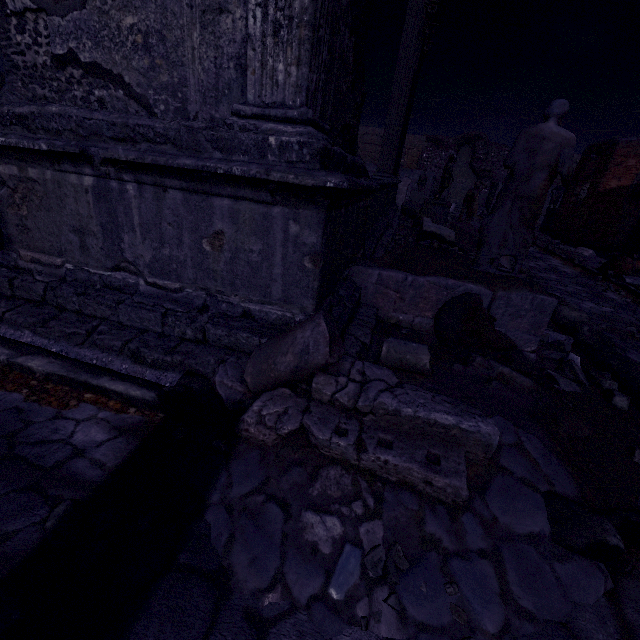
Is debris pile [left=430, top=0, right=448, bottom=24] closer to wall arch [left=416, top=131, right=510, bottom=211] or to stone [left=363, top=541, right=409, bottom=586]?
wall arch [left=416, top=131, right=510, bottom=211]

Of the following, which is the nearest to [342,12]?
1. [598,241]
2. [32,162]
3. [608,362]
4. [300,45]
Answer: [300,45]

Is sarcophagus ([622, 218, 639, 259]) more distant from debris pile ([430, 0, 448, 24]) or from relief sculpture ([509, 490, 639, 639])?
debris pile ([430, 0, 448, 24])

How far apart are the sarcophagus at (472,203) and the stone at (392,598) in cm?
1331

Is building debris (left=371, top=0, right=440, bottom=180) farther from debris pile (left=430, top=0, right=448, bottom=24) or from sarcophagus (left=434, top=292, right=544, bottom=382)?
sarcophagus (left=434, top=292, right=544, bottom=382)

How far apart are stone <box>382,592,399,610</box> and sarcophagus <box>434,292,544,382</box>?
2.11m

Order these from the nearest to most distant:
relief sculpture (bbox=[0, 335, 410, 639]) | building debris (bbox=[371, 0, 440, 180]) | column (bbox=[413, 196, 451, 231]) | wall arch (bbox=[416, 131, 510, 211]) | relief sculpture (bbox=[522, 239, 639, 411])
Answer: relief sculpture (bbox=[0, 335, 410, 639]), relief sculpture (bbox=[522, 239, 639, 411]), building debris (bbox=[371, 0, 440, 180]), column (bbox=[413, 196, 451, 231]), wall arch (bbox=[416, 131, 510, 211])

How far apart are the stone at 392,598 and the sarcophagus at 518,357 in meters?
2.1 m
